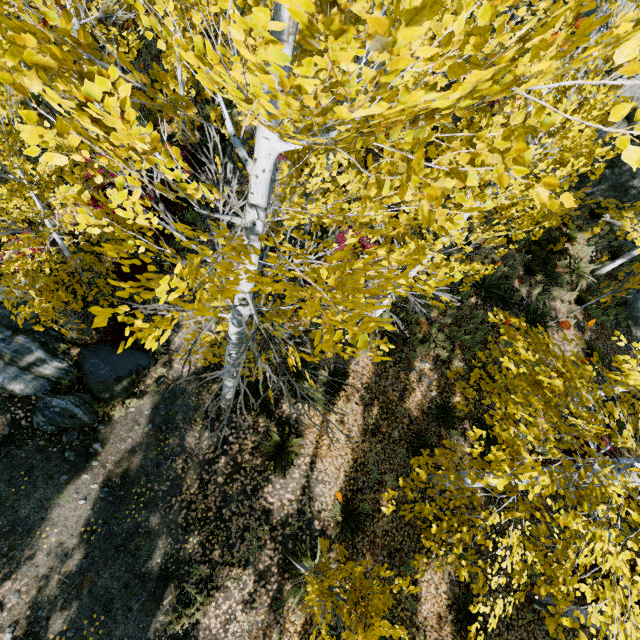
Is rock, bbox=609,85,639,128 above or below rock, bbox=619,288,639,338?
above

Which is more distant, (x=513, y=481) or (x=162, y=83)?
(x=513, y=481)

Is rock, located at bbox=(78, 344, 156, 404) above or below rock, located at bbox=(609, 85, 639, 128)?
below

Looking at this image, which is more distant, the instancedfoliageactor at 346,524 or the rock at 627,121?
the rock at 627,121

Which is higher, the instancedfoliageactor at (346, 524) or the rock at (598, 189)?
the rock at (598, 189)

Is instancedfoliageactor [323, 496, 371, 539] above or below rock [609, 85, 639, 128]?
below

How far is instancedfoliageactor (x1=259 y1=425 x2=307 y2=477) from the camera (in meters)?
7.11

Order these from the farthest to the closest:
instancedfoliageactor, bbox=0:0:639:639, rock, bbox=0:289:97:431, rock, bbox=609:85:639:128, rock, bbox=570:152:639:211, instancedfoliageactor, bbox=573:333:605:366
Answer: rock, bbox=570:152:639:211
rock, bbox=609:85:639:128
rock, bbox=0:289:97:431
instancedfoliageactor, bbox=573:333:605:366
instancedfoliageactor, bbox=0:0:639:639
